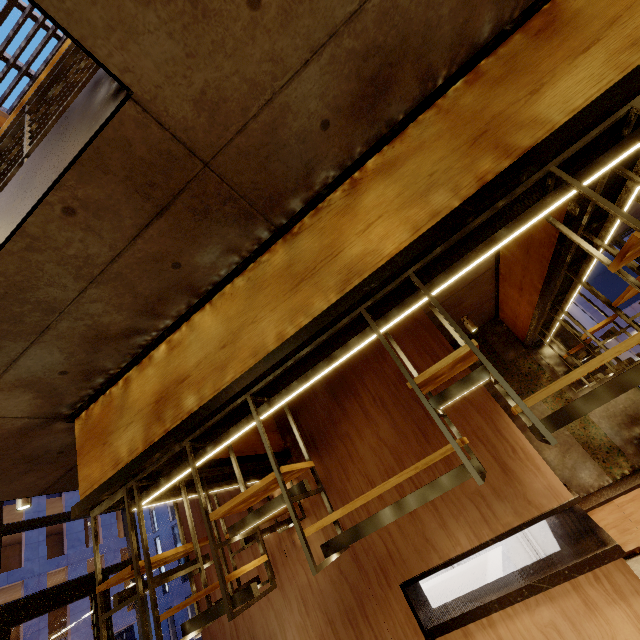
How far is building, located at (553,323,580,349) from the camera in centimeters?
698cm

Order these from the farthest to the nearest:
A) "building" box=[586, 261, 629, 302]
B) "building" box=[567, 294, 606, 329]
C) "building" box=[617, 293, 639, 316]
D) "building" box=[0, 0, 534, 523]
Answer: "building" box=[586, 261, 629, 302], "building" box=[567, 294, 606, 329], "building" box=[617, 293, 639, 316], "building" box=[0, 0, 534, 523]

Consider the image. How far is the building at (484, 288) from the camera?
5.38m

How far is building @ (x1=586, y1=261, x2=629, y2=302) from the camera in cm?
2617

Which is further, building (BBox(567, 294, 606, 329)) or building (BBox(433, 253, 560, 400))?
building (BBox(567, 294, 606, 329))

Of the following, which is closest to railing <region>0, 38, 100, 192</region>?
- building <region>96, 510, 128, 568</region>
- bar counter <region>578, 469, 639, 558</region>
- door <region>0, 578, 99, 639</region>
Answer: door <region>0, 578, 99, 639</region>

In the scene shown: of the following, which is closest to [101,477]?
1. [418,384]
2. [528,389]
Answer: [418,384]

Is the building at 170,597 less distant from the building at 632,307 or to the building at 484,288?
the building at 632,307
